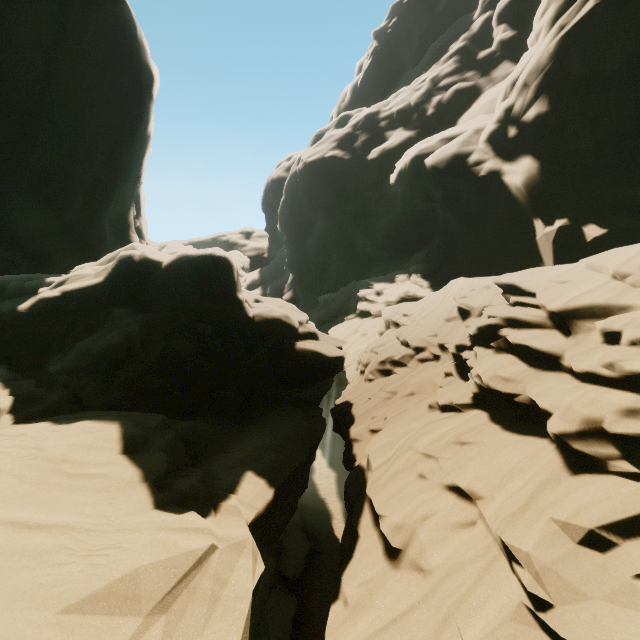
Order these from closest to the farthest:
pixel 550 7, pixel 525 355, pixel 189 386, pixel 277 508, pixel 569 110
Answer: pixel 277 508
pixel 525 355
pixel 189 386
pixel 569 110
pixel 550 7
